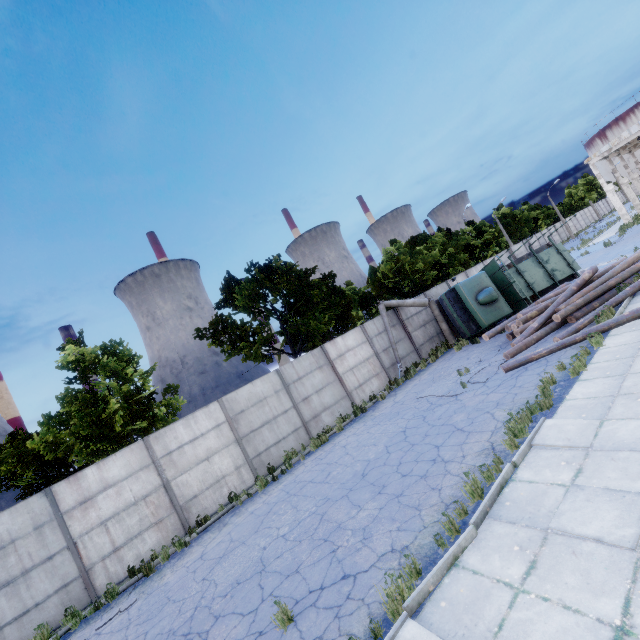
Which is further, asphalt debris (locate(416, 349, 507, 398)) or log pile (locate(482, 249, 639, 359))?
log pile (locate(482, 249, 639, 359))

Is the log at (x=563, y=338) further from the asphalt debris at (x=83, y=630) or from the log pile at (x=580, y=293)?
the asphalt debris at (x=83, y=630)

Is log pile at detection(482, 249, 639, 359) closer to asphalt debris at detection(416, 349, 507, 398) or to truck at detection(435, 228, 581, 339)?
asphalt debris at detection(416, 349, 507, 398)

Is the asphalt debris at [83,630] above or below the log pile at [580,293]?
below

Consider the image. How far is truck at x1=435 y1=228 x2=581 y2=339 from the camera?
17.0 meters

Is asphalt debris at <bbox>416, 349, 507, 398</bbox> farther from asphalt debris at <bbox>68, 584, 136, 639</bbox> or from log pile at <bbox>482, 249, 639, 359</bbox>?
asphalt debris at <bbox>68, 584, 136, 639</bbox>

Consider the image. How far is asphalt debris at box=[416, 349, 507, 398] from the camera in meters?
11.5 m

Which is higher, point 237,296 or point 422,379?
point 237,296
